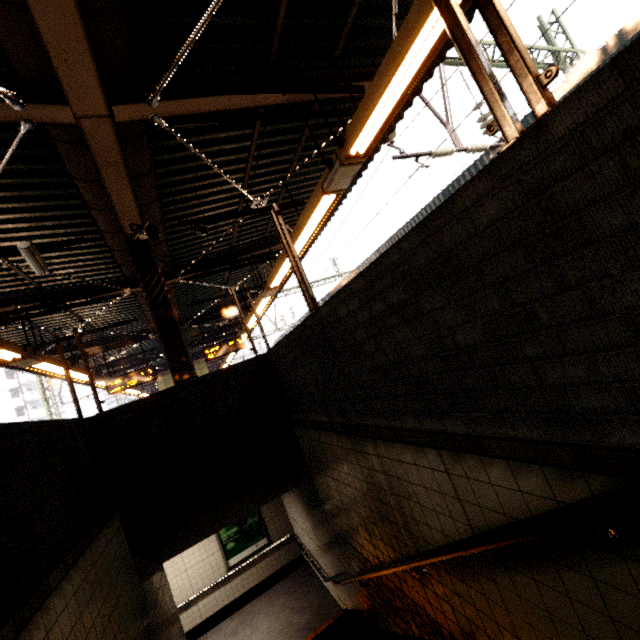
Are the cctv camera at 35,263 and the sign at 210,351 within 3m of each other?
no

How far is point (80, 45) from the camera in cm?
257

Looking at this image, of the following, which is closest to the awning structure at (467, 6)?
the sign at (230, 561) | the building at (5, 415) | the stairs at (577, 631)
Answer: the stairs at (577, 631)

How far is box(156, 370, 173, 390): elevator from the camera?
15.7m

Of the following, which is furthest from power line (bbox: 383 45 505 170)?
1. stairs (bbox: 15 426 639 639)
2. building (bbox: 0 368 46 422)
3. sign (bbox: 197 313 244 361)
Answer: building (bbox: 0 368 46 422)

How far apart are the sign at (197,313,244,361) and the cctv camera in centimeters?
725cm

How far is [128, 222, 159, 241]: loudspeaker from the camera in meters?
4.9

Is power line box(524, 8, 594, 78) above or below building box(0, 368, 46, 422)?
below
